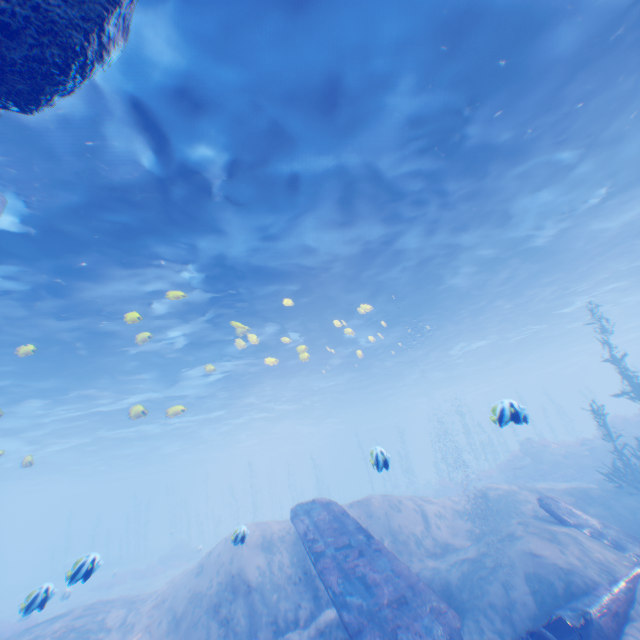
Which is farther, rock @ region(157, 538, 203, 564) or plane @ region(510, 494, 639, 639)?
rock @ region(157, 538, 203, 564)

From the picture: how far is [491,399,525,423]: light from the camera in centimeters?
640cm

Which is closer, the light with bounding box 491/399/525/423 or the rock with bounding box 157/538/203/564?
the light with bounding box 491/399/525/423

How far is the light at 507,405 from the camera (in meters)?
6.40

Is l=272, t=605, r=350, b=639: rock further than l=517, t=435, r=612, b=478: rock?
No

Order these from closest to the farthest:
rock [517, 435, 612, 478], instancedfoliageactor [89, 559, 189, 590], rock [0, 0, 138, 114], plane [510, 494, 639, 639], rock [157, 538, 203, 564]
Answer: rock [0, 0, 138, 114] < plane [510, 494, 639, 639] < rock [517, 435, 612, 478] < instancedfoliageactor [89, 559, 189, 590] < rock [157, 538, 203, 564]

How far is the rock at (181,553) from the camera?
30.5m

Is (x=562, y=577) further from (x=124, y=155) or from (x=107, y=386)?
(x=107, y=386)
